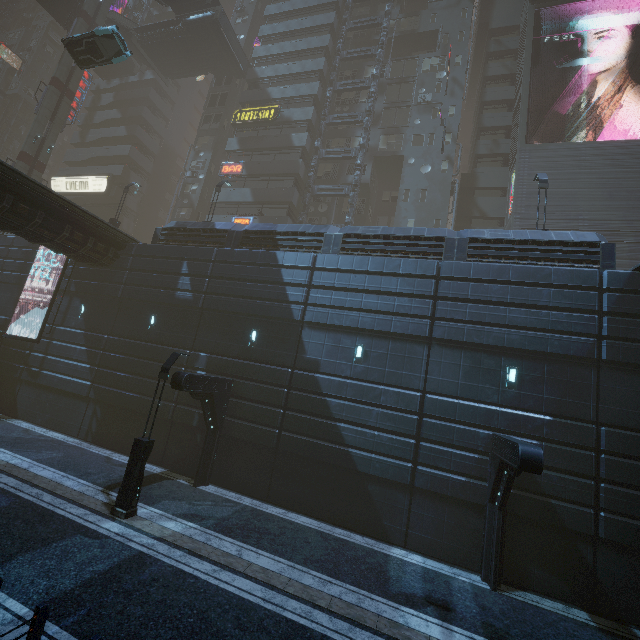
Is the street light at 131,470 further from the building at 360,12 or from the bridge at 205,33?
the bridge at 205,33

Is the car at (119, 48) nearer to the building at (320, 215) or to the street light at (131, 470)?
the building at (320, 215)

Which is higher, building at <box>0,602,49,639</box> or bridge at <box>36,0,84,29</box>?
bridge at <box>36,0,84,29</box>

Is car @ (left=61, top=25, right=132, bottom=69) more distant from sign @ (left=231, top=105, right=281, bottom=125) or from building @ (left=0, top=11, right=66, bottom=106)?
sign @ (left=231, top=105, right=281, bottom=125)

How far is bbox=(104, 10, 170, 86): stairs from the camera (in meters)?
35.50

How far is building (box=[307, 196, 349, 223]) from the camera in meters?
31.5 m

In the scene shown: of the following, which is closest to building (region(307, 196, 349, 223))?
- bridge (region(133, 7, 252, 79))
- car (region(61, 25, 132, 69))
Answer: bridge (region(133, 7, 252, 79))

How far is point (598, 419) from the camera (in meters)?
11.64
